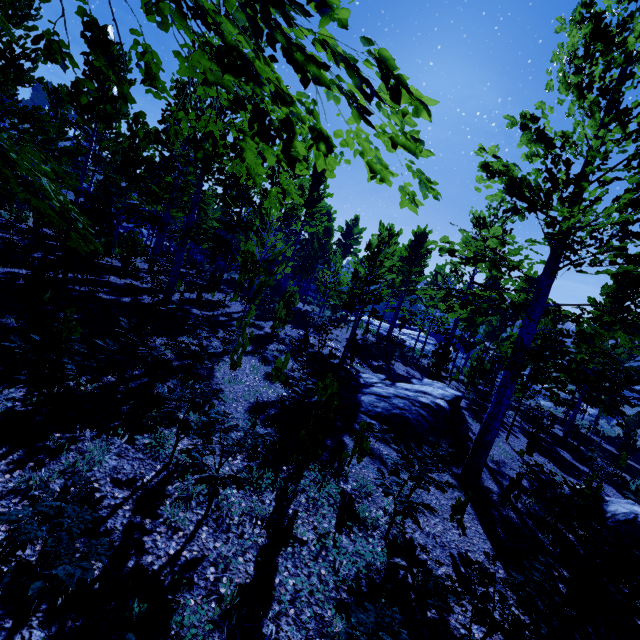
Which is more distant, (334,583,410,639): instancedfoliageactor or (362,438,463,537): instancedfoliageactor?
(362,438,463,537): instancedfoliageactor

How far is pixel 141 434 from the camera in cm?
457

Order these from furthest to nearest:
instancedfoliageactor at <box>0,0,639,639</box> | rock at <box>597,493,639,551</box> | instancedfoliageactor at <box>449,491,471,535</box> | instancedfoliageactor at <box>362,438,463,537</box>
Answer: rock at <box>597,493,639,551</box> < instancedfoliageactor at <box>449,491,471,535</box> < instancedfoliageactor at <box>362,438,463,537</box> < instancedfoliageactor at <box>0,0,639,639</box>

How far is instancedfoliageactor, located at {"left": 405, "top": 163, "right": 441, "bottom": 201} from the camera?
1.9m

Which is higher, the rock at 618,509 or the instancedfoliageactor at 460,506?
the instancedfoliageactor at 460,506

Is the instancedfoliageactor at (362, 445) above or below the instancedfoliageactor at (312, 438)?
below
